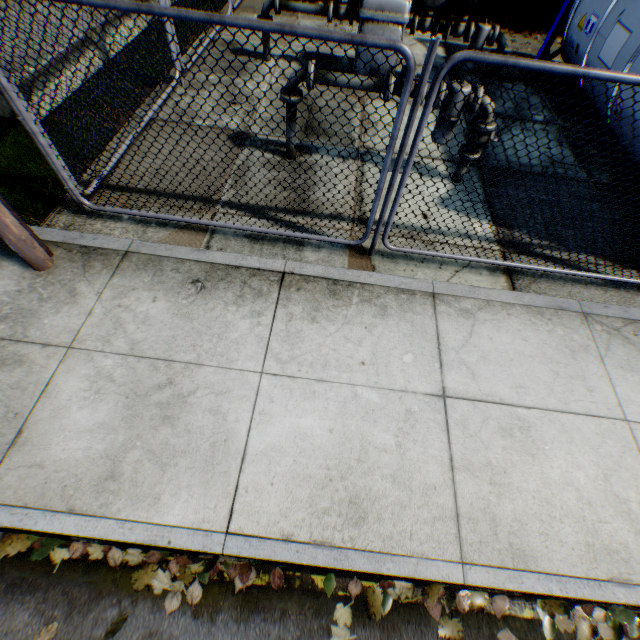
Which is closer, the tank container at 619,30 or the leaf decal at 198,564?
the leaf decal at 198,564

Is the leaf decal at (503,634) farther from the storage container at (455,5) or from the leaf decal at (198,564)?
the storage container at (455,5)

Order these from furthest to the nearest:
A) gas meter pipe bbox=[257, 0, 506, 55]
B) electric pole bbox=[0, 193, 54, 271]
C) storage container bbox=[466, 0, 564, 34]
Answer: storage container bbox=[466, 0, 564, 34] < gas meter pipe bbox=[257, 0, 506, 55] < electric pole bbox=[0, 193, 54, 271]

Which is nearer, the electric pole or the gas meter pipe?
the electric pole

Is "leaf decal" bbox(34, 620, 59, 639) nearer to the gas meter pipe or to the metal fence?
the metal fence

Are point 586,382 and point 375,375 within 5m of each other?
yes

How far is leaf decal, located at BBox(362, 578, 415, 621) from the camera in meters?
2.5

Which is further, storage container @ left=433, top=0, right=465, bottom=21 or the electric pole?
storage container @ left=433, top=0, right=465, bottom=21
